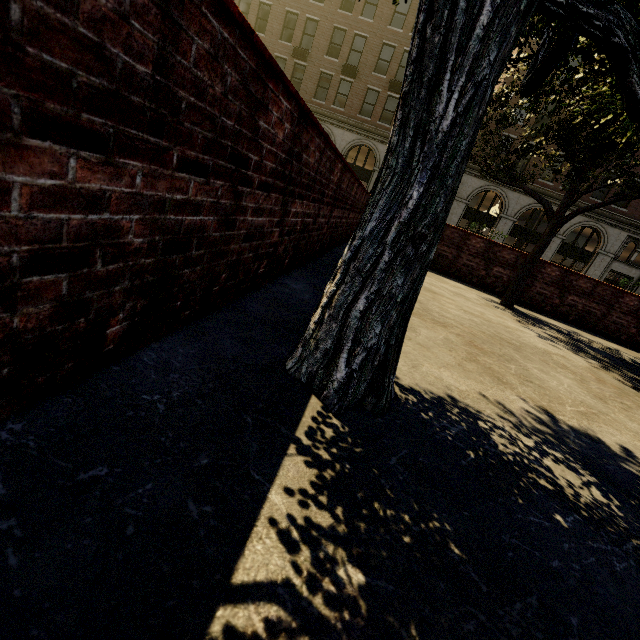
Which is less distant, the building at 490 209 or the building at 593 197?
the building at 593 197

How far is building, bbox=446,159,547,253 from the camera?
25.4 meters

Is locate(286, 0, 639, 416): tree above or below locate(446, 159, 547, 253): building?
below

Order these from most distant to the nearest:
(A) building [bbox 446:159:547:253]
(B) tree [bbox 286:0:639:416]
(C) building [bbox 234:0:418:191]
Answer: (A) building [bbox 446:159:547:253], (C) building [bbox 234:0:418:191], (B) tree [bbox 286:0:639:416]

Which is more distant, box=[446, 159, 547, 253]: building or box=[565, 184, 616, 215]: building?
box=[446, 159, 547, 253]: building

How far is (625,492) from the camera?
1.6 meters
